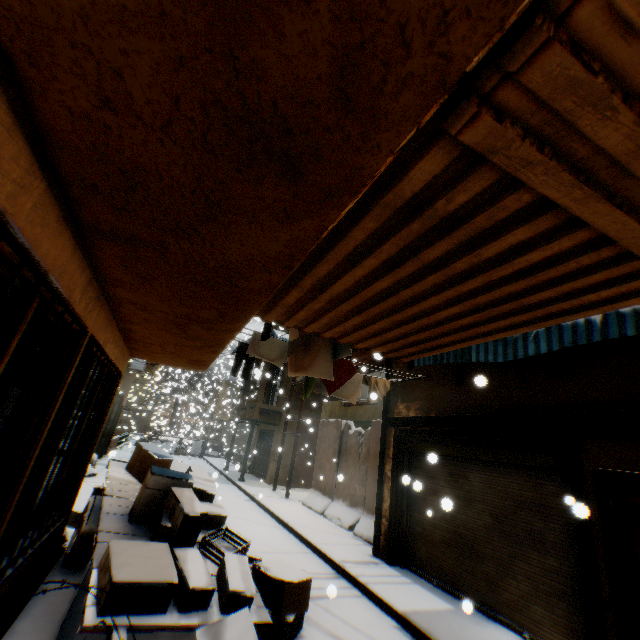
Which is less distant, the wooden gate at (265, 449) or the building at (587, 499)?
the building at (587, 499)

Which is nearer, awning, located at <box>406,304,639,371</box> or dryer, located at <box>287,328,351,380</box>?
awning, located at <box>406,304,639,371</box>

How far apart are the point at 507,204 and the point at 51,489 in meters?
5.3 m

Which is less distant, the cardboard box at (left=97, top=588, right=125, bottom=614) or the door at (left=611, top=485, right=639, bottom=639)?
the cardboard box at (left=97, top=588, right=125, bottom=614)

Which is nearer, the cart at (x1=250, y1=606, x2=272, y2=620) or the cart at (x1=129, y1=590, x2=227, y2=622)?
the cart at (x1=129, y1=590, x2=227, y2=622)

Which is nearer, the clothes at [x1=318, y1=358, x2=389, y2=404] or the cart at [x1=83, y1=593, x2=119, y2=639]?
the cart at [x1=83, y1=593, x2=119, y2=639]

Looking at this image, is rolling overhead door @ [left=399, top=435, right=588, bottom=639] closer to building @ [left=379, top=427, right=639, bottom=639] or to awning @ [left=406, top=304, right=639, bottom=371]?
building @ [left=379, top=427, right=639, bottom=639]

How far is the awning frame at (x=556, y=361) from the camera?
5.3 meters
